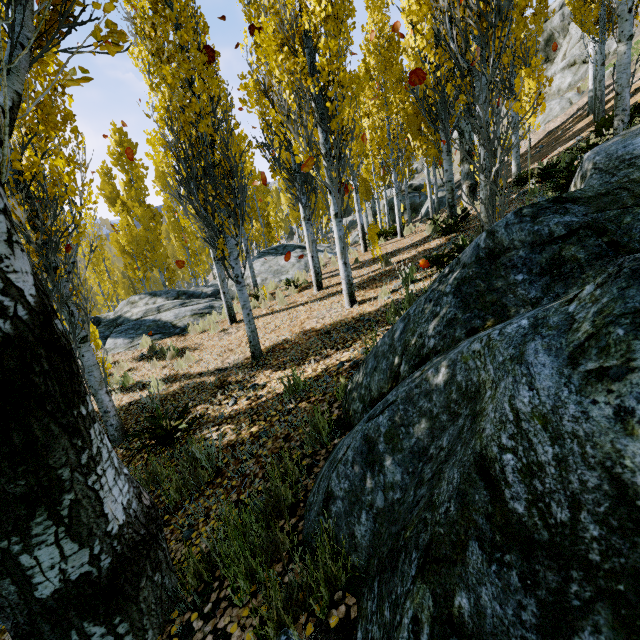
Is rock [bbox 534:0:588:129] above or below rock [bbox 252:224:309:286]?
above

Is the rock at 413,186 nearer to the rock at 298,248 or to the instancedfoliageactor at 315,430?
the rock at 298,248

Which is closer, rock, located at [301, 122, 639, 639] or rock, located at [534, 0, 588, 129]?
rock, located at [301, 122, 639, 639]

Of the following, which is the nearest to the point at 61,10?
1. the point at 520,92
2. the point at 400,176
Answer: the point at 520,92

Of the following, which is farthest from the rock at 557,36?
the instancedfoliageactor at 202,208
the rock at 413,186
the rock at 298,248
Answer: the rock at 298,248

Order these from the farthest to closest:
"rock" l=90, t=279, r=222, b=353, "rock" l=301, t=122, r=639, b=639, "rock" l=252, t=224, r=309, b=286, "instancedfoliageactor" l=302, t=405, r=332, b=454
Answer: "rock" l=252, t=224, r=309, b=286 → "rock" l=90, t=279, r=222, b=353 → "instancedfoliageactor" l=302, t=405, r=332, b=454 → "rock" l=301, t=122, r=639, b=639

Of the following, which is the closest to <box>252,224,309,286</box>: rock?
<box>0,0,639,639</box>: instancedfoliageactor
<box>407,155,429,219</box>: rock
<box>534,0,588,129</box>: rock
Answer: <box>0,0,639,639</box>: instancedfoliageactor
